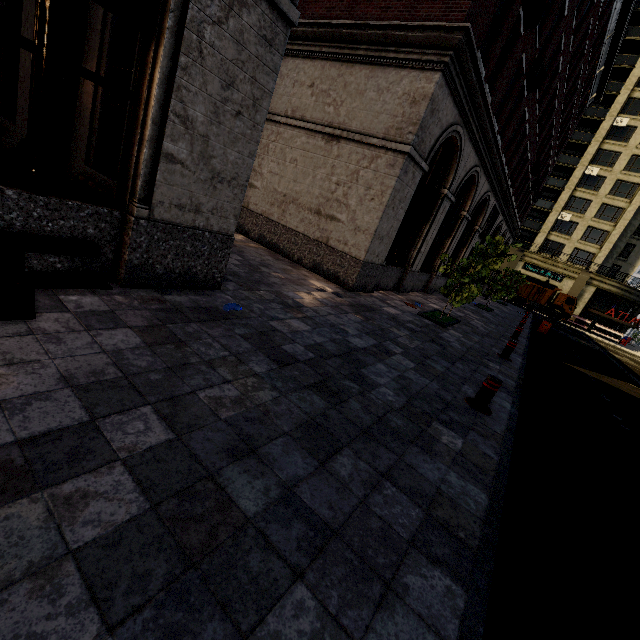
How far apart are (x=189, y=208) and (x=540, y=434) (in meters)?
6.59

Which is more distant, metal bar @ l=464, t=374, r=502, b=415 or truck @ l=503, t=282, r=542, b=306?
truck @ l=503, t=282, r=542, b=306

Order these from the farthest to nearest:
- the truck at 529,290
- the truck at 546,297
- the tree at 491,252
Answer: the truck at 529,290
the truck at 546,297
the tree at 491,252

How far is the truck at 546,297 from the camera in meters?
35.7

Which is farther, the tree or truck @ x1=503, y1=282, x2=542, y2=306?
truck @ x1=503, y1=282, x2=542, y2=306

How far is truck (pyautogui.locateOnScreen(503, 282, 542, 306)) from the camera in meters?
36.9

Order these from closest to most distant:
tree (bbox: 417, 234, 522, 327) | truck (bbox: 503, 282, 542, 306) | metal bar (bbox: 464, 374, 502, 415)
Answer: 1. metal bar (bbox: 464, 374, 502, 415)
2. tree (bbox: 417, 234, 522, 327)
3. truck (bbox: 503, 282, 542, 306)

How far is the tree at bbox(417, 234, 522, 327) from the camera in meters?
9.8 m
